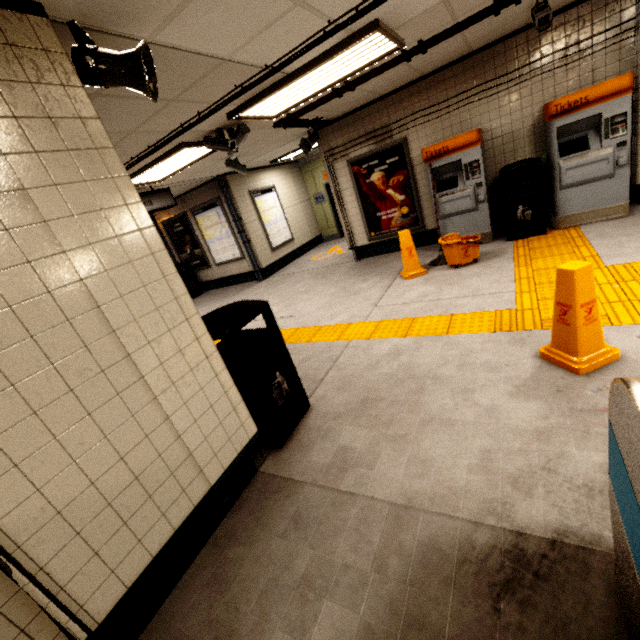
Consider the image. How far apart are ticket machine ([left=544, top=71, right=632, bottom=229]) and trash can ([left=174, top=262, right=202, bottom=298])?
9.6 meters

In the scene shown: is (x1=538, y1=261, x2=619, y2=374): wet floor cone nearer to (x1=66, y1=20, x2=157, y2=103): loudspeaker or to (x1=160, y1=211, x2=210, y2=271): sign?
(x1=66, y1=20, x2=157, y2=103): loudspeaker

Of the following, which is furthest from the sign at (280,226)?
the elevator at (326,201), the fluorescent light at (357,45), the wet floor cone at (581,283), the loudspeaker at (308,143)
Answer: the wet floor cone at (581,283)

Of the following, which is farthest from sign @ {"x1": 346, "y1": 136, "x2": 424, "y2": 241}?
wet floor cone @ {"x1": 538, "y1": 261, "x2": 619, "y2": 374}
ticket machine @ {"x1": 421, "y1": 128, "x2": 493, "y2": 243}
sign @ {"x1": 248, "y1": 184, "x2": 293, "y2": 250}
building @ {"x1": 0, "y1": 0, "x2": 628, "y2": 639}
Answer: building @ {"x1": 0, "y1": 0, "x2": 628, "y2": 639}

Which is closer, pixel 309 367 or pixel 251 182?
pixel 309 367

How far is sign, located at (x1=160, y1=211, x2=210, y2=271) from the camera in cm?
984

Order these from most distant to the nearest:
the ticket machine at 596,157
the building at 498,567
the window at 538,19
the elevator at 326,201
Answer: the elevator at 326,201, the ticket machine at 596,157, the window at 538,19, the building at 498,567

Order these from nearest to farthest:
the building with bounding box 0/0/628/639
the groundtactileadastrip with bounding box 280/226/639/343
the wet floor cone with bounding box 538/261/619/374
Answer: the building with bounding box 0/0/628/639
the wet floor cone with bounding box 538/261/619/374
the groundtactileadastrip with bounding box 280/226/639/343
